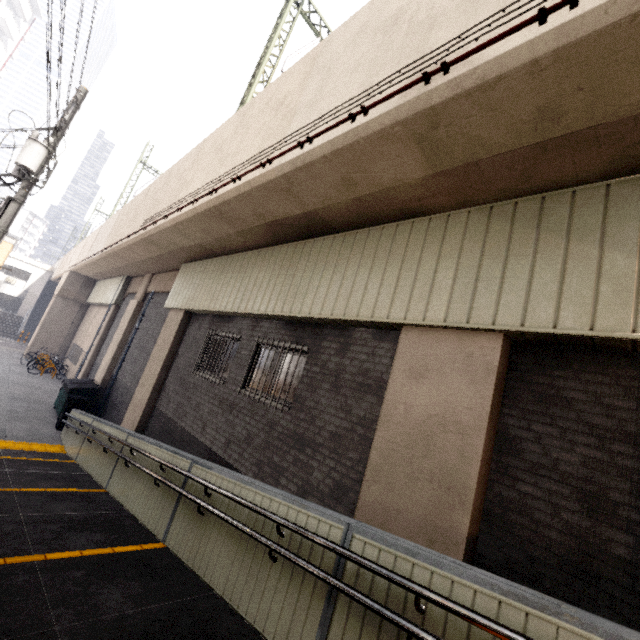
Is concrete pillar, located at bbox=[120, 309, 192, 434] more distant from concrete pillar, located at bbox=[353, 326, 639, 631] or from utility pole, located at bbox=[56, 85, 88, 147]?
concrete pillar, located at bbox=[353, 326, 639, 631]

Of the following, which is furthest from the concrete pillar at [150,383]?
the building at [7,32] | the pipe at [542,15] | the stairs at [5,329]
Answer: the building at [7,32]

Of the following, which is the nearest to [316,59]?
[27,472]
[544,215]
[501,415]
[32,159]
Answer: [544,215]

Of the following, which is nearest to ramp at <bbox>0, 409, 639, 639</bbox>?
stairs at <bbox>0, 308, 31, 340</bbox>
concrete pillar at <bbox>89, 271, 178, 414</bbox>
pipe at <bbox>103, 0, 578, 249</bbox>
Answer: concrete pillar at <bbox>89, 271, 178, 414</bbox>

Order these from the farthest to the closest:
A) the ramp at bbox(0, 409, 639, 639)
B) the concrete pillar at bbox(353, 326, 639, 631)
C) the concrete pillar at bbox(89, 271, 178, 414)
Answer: the concrete pillar at bbox(89, 271, 178, 414) → the concrete pillar at bbox(353, 326, 639, 631) → the ramp at bbox(0, 409, 639, 639)

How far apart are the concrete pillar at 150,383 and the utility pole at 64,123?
4.20m

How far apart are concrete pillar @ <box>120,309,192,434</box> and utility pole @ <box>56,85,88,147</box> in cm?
420

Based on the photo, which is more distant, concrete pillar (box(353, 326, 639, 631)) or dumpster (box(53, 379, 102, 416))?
dumpster (box(53, 379, 102, 416))
